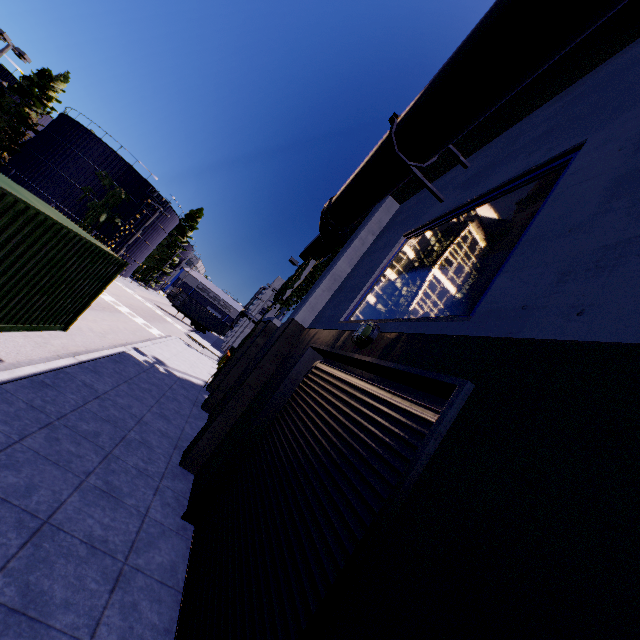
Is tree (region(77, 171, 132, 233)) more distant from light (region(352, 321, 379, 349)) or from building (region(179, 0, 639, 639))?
light (region(352, 321, 379, 349))

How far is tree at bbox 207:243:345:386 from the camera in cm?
1038

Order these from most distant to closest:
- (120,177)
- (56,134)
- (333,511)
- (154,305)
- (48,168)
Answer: (154,305)
(120,177)
(56,134)
(48,168)
(333,511)

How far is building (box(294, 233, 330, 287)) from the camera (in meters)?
17.07

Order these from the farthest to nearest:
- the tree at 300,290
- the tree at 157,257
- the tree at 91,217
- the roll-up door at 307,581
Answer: the tree at 157,257
the tree at 91,217
the tree at 300,290
the roll-up door at 307,581

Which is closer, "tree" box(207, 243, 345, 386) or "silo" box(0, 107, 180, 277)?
"tree" box(207, 243, 345, 386)

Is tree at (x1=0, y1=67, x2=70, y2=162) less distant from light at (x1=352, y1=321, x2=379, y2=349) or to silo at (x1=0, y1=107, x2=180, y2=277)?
silo at (x1=0, y1=107, x2=180, y2=277)

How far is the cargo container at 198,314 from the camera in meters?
46.9 m
